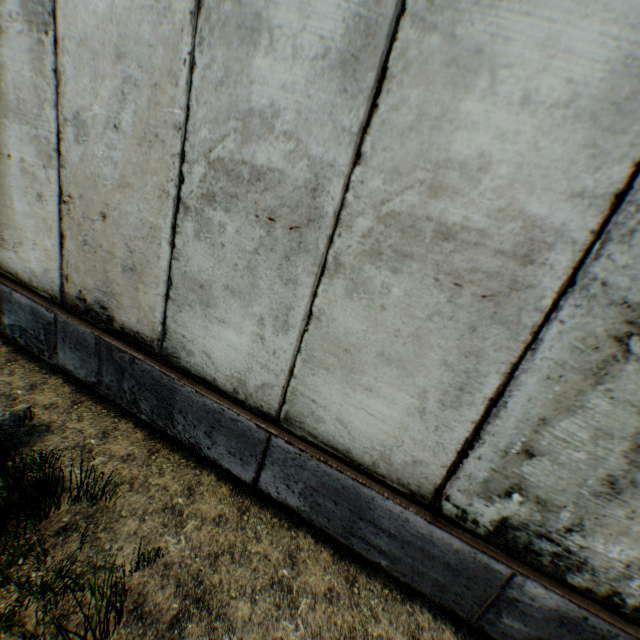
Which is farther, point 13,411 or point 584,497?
point 13,411
